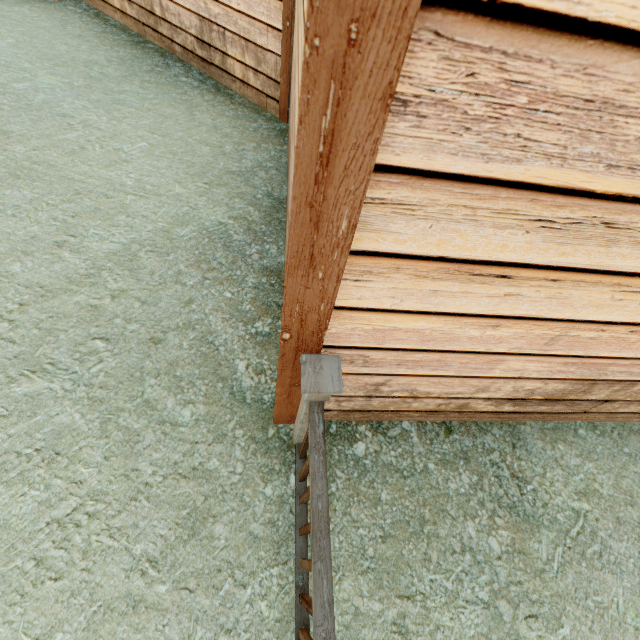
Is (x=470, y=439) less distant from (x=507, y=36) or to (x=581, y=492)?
(x=581, y=492)
